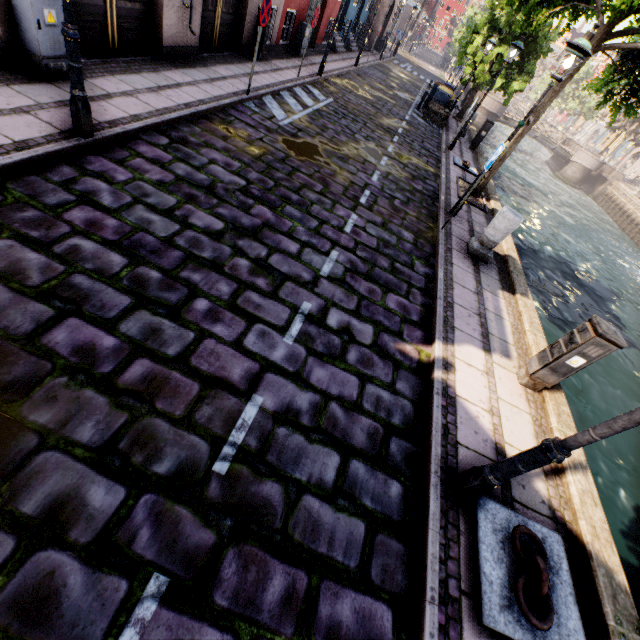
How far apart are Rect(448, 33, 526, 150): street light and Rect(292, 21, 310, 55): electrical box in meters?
7.6 m

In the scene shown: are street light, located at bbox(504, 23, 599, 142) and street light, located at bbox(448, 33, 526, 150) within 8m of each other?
yes

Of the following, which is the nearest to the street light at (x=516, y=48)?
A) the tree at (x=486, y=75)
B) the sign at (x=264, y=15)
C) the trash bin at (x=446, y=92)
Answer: the tree at (x=486, y=75)

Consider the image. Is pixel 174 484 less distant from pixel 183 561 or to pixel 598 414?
pixel 183 561

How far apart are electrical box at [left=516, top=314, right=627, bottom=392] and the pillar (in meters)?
3.05

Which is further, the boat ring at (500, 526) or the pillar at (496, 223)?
the pillar at (496, 223)

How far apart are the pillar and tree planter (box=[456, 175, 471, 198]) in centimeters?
283cm

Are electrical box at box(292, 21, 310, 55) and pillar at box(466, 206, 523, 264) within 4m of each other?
no
